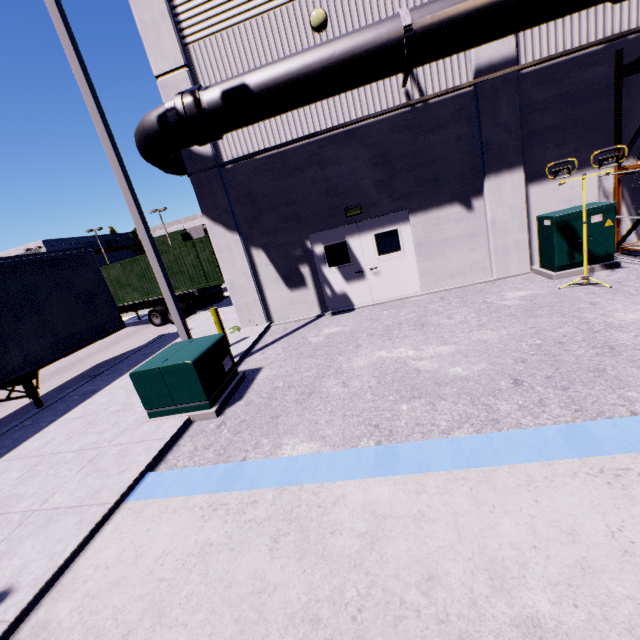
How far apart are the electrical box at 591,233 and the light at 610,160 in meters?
0.4

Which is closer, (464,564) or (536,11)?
(464,564)

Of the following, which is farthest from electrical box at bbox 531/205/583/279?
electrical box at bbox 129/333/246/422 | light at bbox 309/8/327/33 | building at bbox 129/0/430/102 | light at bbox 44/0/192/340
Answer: light at bbox 44/0/192/340

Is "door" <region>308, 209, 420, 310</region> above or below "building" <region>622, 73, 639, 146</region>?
below

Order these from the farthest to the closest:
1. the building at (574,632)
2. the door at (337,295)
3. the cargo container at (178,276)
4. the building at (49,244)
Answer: the building at (49,244)
the cargo container at (178,276)
the door at (337,295)
the building at (574,632)

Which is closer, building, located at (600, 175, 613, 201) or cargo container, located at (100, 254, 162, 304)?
building, located at (600, 175, 613, 201)

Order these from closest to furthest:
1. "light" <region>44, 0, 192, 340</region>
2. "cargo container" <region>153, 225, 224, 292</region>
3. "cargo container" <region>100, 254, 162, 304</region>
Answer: "light" <region>44, 0, 192, 340</region>, "cargo container" <region>153, 225, 224, 292</region>, "cargo container" <region>100, 254, 162, 304</region>

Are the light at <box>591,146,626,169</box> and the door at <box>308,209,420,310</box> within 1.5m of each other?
no
